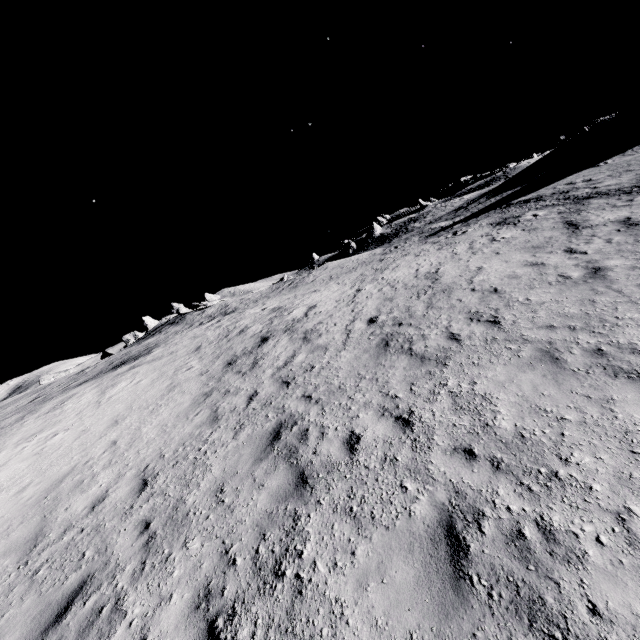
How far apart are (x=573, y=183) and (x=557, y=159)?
13.3 meters
